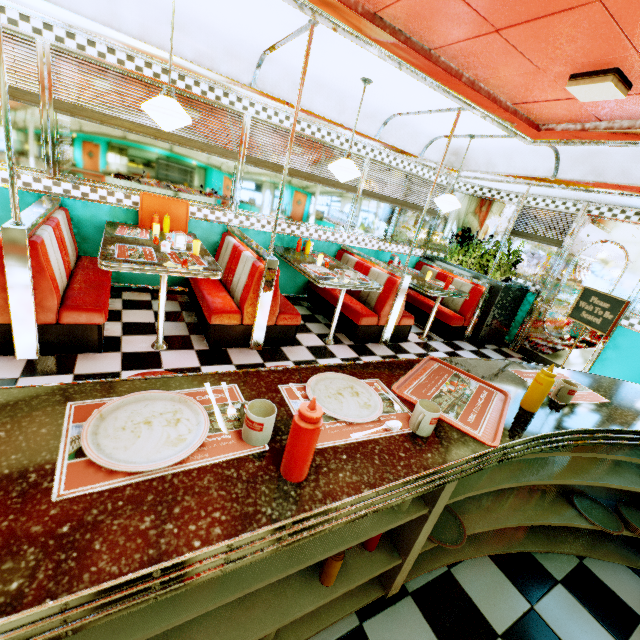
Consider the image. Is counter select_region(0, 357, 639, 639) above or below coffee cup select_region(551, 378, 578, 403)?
below

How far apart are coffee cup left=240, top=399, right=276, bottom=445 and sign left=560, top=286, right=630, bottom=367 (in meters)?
4.47

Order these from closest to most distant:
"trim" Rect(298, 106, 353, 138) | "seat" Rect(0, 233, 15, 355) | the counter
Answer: the counter
"seat" Rect(0, 233, 15, 355)
"trim" Rect(298, 106, 353, 138)

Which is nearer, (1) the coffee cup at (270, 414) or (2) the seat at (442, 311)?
(1) the coffee cup at (270, 414)

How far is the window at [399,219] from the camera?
4.93m

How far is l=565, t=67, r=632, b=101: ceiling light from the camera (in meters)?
2.47

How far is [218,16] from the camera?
3.0 meters

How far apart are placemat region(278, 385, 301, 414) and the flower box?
4.93m
